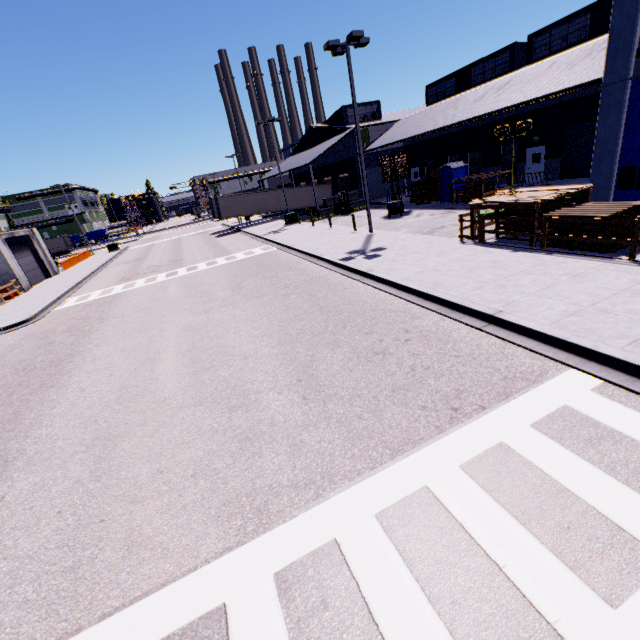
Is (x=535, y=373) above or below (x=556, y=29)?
below

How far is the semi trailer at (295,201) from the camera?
41.91m

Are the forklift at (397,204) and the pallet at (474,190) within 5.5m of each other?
yes

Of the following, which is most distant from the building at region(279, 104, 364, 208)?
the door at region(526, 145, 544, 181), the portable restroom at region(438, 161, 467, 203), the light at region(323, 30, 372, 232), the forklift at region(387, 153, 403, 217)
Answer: the light at region(323, 30, 372, 232)

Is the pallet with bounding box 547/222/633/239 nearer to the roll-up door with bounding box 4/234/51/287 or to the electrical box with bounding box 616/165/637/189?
the electrical box with bounding box 616/165/637/189

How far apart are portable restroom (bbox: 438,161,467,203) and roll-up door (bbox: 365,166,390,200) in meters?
11.8

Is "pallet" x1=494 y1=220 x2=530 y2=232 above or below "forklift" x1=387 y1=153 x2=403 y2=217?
below

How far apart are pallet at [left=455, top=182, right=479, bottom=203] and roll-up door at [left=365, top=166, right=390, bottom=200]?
14.0 meters
